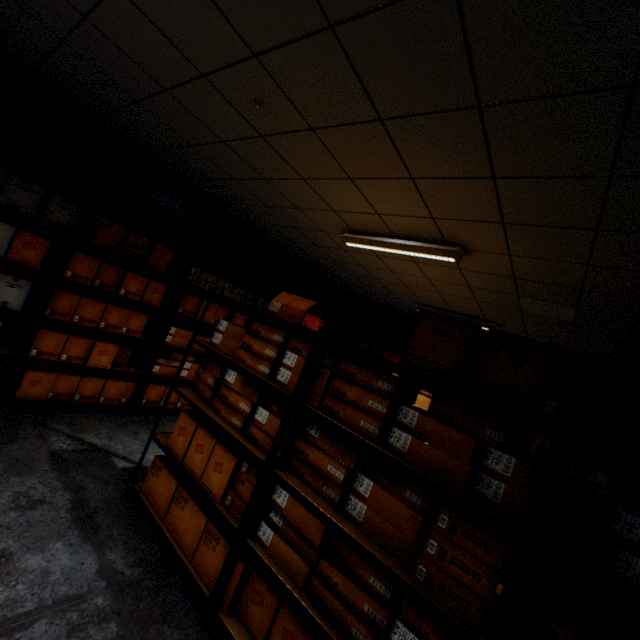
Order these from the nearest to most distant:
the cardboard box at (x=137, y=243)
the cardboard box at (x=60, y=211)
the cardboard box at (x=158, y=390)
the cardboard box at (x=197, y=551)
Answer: the cardboard box at (x=197, y=551), the cardboard box at (x=60, y=211), the cardboard box at (x=137, y=243), the cardboard box at (x=158, y=390)

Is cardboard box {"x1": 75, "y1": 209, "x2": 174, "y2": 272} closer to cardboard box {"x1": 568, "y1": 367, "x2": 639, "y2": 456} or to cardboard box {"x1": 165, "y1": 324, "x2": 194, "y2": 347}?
cardboard box {"x1": 165, "y1": 324, "x2": 194, "y2": 347}

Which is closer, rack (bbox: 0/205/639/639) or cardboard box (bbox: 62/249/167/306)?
rack (bbox: 0/205/639/639)

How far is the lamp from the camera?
2.8m

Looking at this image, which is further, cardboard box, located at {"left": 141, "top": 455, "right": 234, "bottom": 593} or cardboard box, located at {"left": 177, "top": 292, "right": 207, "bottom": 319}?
cardboard box, located at {"left": 177, "top": 292, "right": 207, "bottom": 319}

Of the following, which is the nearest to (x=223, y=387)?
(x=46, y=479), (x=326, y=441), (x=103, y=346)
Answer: (x=326, y=441)

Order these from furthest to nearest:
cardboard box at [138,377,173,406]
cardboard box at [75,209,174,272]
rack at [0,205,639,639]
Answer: cardboard box at [138,377,173,406]
cardboard box at [75,209,174,272]
rack at [0,205,639,639]

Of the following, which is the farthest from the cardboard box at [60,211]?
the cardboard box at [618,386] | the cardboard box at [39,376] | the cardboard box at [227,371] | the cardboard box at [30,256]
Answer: the cardboard box at [618,386]
